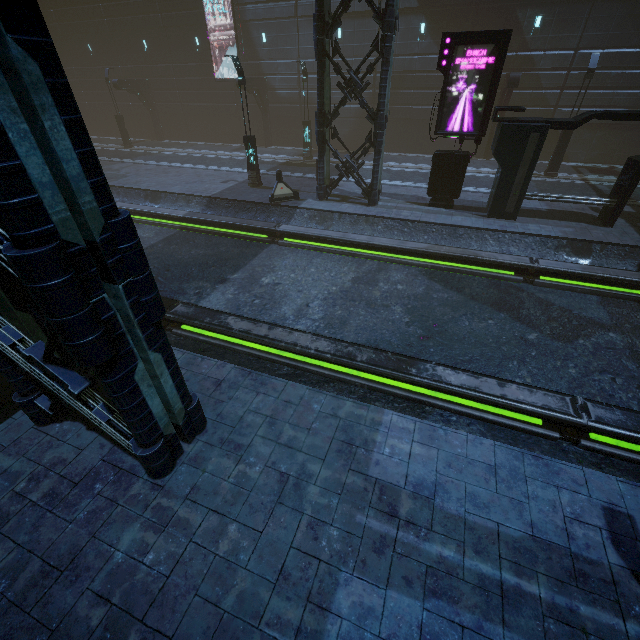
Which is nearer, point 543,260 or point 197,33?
point 543,260

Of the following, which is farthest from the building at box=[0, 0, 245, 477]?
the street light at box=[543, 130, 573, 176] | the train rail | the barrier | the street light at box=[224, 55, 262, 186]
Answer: the street light at box=[224, 55, 262, 186]

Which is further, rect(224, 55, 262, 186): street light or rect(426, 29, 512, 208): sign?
rect(224, 55, 262, 186): street light

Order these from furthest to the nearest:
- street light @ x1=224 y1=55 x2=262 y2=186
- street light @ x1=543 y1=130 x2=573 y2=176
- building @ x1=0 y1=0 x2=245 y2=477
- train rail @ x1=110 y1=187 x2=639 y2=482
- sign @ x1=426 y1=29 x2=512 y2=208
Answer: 1. street light @ x1=543 y1=130 x2=573 y2=176
2. street light @ x1=224 y1=55 x2=262 y2=186
3. sign @ x1=426 y1=29 x2=512 y2=208
4. train rail @ x1=110 y1=187 x2=639 y2=482
5. building @ x1=0 y1=0 x2=245 y2=477

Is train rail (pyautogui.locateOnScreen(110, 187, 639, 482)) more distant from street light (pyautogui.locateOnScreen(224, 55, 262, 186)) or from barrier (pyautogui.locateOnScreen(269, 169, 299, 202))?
street light (pyautogui.locateOnScreen(224, 55, 262, 186))

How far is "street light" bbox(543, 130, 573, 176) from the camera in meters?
17.6

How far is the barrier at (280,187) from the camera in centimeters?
1549cm

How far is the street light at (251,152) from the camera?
14.64m
